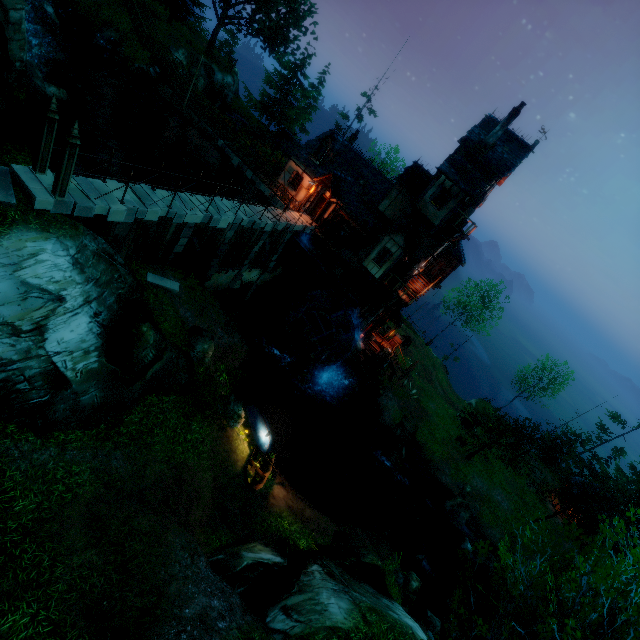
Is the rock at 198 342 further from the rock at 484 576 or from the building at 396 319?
the rock at 484 576

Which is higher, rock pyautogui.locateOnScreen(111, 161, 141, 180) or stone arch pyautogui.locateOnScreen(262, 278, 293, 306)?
rock pyautogui.locateOnScreen(111, 161, 141, 180)

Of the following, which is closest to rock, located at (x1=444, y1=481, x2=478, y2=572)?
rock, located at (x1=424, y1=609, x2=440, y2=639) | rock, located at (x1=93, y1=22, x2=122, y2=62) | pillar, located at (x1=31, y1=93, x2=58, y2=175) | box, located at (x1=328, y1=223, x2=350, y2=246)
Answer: rock, located at (x1=424, y1=609, x2=440, y2=639)

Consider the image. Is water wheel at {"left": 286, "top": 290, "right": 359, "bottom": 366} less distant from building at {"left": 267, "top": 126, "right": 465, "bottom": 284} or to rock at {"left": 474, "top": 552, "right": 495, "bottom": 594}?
building at {"left": 267, "top": 126, "right": 465, "bottom": 284}

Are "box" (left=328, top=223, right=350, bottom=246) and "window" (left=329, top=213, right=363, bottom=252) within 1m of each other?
yes

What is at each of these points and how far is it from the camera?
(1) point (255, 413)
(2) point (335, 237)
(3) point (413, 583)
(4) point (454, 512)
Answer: (1) boat, 20.1 meters
(2) box, 26.2 meters
(3) rock, 18.2 meters
(4) rock, 25.4 meters

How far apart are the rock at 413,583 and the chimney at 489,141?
26.6 meters

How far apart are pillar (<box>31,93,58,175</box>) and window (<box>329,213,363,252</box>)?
19.01m
